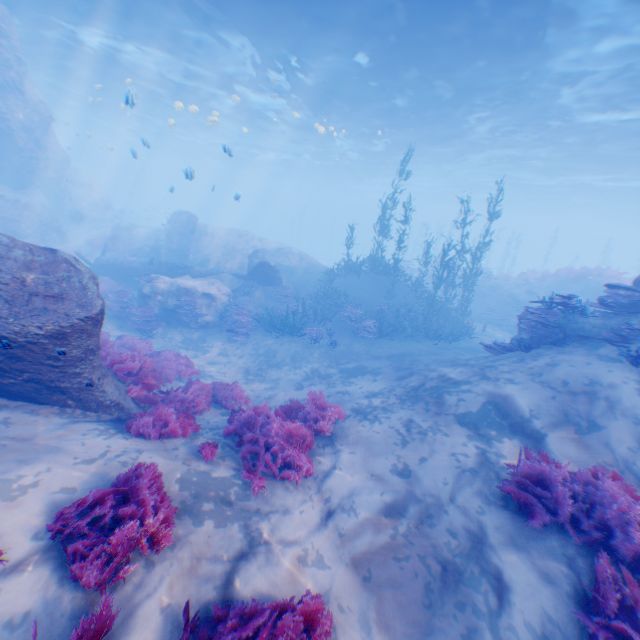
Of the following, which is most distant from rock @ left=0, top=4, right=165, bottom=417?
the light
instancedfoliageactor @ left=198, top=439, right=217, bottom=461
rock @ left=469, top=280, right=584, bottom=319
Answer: rock @ left=469, top=280, right=584, bottom=319

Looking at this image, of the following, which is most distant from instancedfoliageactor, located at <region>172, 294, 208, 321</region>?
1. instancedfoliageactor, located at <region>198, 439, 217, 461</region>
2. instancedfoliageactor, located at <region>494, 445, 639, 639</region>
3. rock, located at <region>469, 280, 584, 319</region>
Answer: rock, located at <region>469, 280, 584, 319</region>

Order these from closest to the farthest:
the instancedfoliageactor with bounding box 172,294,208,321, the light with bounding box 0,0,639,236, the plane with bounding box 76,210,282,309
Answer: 1. the light with bounding box 0,0,639,236
2. the instancedfoliageactor with bounding box 172,294,208,321
3. the plane with bounding box 76,210,282,309

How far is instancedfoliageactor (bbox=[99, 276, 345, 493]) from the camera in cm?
561

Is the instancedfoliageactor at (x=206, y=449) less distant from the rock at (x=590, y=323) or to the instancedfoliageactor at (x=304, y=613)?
the instancedfoliageactor at (x=304, y=613)

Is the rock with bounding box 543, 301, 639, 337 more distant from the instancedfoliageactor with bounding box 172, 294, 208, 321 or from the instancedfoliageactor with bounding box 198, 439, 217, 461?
the instancedfoliageactor with bounding box 198, 439, 217, 461

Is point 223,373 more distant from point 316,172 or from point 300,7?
point 316,172

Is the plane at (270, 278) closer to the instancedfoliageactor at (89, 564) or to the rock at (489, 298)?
the instancedfoliageactor at (89, 564)
